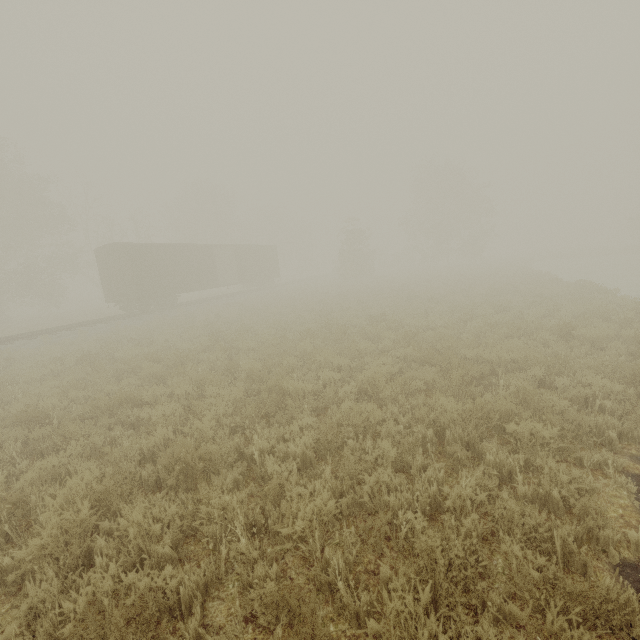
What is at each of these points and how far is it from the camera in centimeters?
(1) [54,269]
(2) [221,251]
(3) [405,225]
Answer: (1) tree, 3173cm
(2) boxcar, 3341cm
(3) tree, 4503cm

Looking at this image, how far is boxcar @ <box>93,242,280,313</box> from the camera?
21.19m

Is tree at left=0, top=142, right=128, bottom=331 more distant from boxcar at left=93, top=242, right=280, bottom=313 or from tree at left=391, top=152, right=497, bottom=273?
tree at left=391, top=152, right=497, bottom=273

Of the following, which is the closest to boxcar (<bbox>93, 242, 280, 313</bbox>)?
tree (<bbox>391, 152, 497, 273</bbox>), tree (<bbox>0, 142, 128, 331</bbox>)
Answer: tree (<bbox>0, 142, 128, 331</bbox>)

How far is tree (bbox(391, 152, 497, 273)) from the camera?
40.4m

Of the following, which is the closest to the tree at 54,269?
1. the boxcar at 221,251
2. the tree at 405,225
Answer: the boxcar at 221,251

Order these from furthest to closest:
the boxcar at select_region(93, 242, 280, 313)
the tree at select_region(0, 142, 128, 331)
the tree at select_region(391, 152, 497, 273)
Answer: the tree at select_region(391, 152, 497, 273), the tree at select_region(0, 142, 128, 331), the boxcar at select_region(93, 242, 280, 313)

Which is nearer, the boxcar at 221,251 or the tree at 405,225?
the boxcar at 221,251
